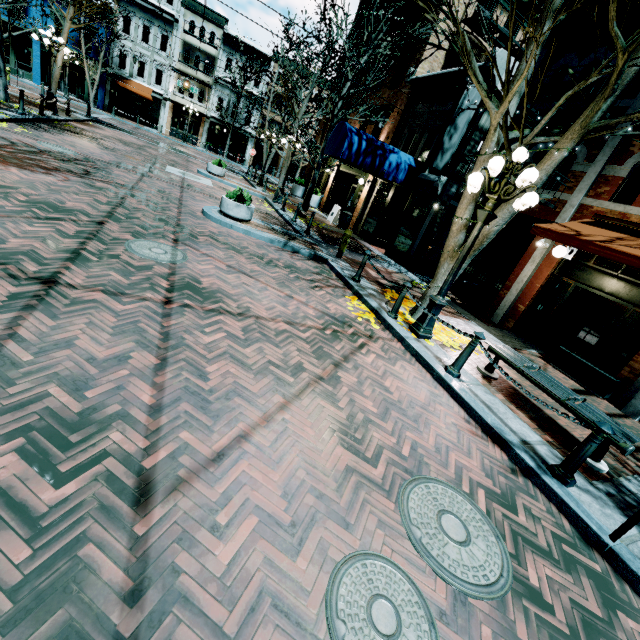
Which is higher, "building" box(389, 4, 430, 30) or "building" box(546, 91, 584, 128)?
"building" box(389, 4, 430, 30)

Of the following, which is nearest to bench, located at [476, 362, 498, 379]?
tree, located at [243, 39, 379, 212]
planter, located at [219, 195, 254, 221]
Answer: planter, located at [219, 195, 254, 221]

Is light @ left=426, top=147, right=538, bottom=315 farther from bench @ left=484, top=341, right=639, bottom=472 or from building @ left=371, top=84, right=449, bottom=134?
building @ left=371, top=84, right=449, bottom=134

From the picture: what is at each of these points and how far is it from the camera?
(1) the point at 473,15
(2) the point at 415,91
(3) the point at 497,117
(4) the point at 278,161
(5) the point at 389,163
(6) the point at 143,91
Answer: (1) building, 14.4m
(2) building, 14.9m
(3) tree, 5.9m
(4) building, 40.3m
(5) awning, 12.9m
(6) awning, 31.6m

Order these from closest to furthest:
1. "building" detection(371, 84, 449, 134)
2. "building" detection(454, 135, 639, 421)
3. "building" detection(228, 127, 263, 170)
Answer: "building" detection(454, 135, 639, 421) → "building" detection(371, 84, 449, 134) → "building" detection(228, 127, 263, 170)

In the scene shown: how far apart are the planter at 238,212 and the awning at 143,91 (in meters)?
31.54

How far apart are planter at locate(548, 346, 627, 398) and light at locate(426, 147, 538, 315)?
4.3m

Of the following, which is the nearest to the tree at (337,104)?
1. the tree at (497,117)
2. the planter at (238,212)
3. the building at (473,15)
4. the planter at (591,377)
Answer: the building at (473,15)
